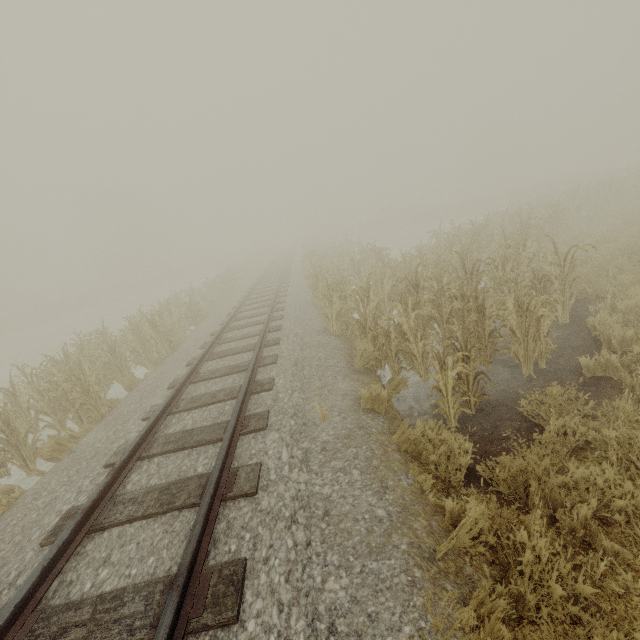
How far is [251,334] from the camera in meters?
9.6
